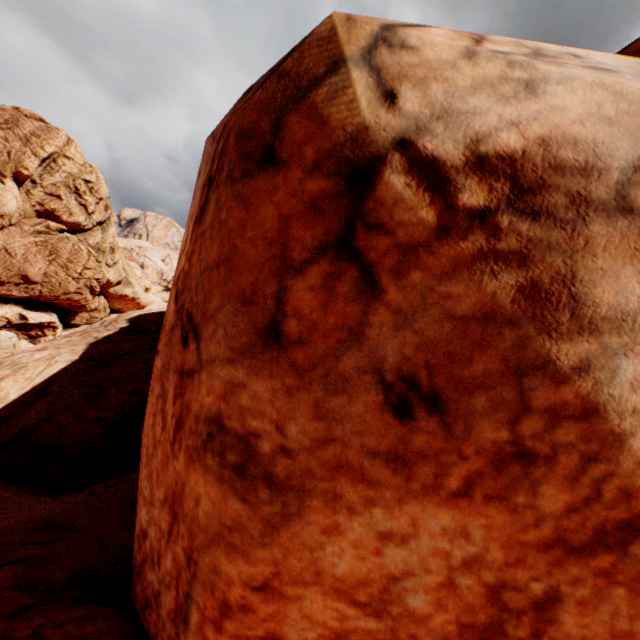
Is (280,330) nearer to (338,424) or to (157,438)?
(338,424)
